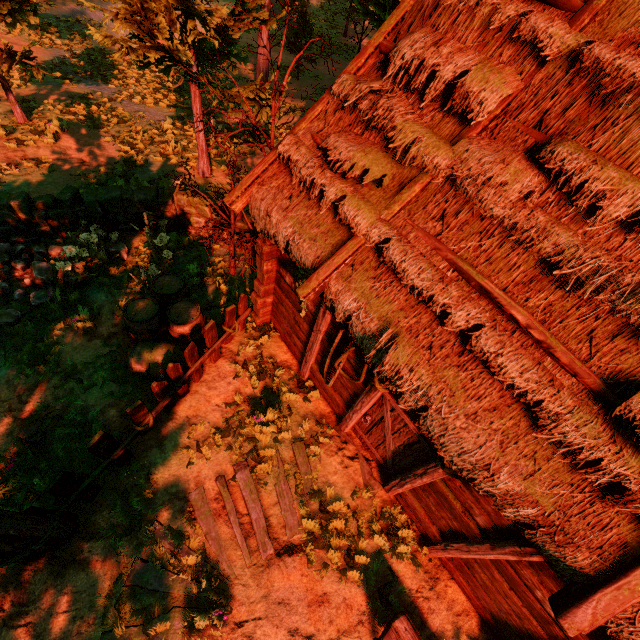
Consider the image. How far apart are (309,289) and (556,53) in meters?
3.7 m

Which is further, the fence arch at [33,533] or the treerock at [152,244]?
the treerock at [152,244]

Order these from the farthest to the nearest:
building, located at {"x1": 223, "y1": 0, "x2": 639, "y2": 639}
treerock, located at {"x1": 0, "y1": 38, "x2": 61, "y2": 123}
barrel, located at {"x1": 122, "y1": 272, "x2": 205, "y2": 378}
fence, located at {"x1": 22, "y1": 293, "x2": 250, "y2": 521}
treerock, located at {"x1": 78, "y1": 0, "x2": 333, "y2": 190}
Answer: treerock, located at {"x1": 0, "y1": 38, "x2": 61, "y2": 123}, barrel, located at {"x1": 122, "y1": 272, "x2": 205, "y2": 378}, treerock, located at {"x1": 78, "y1": 0, "x2": 333, "y2": 190}, fence, located at {"x1": 22, "y1": 293, "x2": 250, "y2": 521}, building, located at {"x1": 223, "y1": 0, "x2": 639, "y2": 639}

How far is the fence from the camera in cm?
441

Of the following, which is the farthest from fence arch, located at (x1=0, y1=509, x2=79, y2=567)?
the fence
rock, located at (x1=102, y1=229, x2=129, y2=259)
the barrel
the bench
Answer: the bench

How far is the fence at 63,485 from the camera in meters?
4.4

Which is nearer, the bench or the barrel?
the bench

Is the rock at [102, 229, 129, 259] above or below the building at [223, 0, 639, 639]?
below
